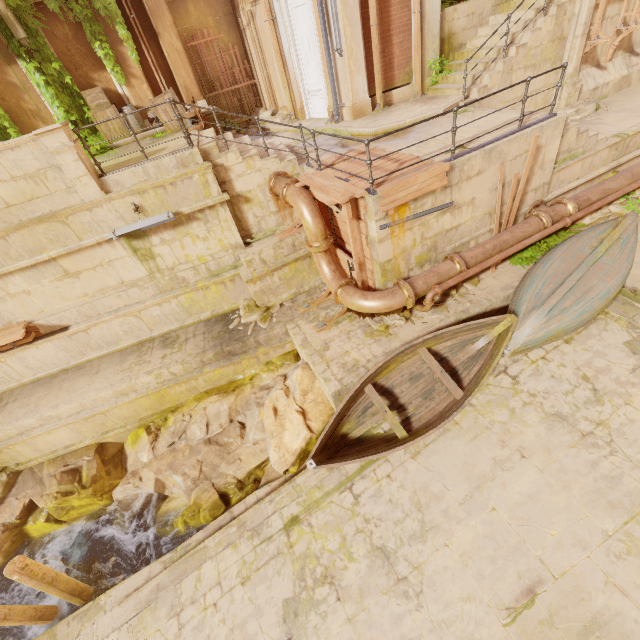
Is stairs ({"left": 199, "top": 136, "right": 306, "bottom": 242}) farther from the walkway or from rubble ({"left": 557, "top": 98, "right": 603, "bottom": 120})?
rubble ({"left": 557, "top": 98, "right": 603, "bottom": 120})

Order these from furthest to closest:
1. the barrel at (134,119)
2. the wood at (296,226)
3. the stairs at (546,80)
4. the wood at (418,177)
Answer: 1. the barrel at (134,119)
2. the stairs at (546,80)
3. the wood at (296,226)
4. the wood at (418,177)

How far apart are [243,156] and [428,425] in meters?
8.0

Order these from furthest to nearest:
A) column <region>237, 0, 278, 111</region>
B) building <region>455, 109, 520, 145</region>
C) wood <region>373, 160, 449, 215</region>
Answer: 1. column <region>237, 0, 278, 111</region>
2. building <region>455, 109, 520, 145</region>
3. wood <region>373, 160, 449, 215</region>

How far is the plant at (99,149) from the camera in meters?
10.5 m

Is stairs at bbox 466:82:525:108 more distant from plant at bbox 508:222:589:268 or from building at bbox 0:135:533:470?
building at bbox 0:135:533:470

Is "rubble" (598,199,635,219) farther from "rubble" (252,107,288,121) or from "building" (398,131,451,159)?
"rubble" (252,107,288,121)

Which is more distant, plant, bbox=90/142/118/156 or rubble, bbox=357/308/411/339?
plant, bbox=90/142/118/156
